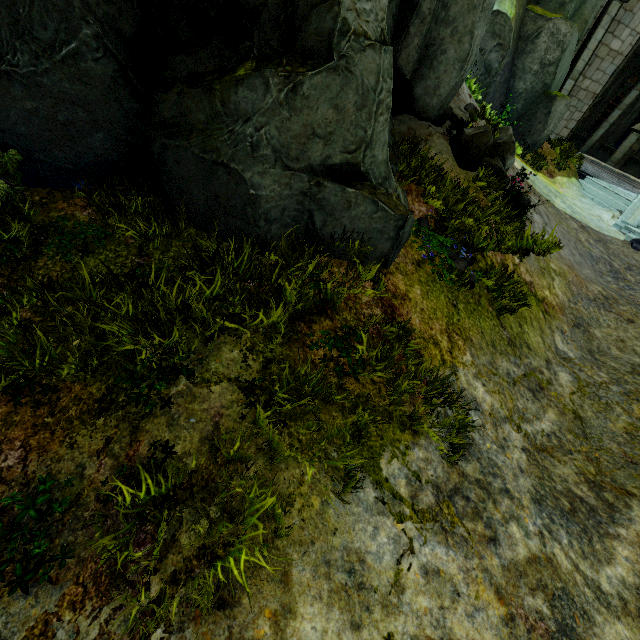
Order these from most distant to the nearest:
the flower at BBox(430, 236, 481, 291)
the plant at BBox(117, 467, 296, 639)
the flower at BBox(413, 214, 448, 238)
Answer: the flower at BBox(413, 214, 448, 238)
the flower at BBox(430, 236, 481, 291)
the plant at BBox(117, 467, 296, 639)

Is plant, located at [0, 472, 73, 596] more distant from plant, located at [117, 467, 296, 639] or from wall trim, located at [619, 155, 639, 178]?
wall trim, located at [619, 155, 639, 178]

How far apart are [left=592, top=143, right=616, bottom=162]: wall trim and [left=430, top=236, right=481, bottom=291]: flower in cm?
2343

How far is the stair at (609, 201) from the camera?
12.5 meters

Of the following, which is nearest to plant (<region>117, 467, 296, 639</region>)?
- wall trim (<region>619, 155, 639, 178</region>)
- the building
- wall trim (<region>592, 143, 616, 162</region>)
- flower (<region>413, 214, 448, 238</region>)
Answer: flower (<region>413, 214, 448, 238</region>)

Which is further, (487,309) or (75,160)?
(487,309)

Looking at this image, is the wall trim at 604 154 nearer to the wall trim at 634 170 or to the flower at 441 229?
the wall trim at 634 170

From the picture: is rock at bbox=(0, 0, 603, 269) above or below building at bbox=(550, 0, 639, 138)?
below
